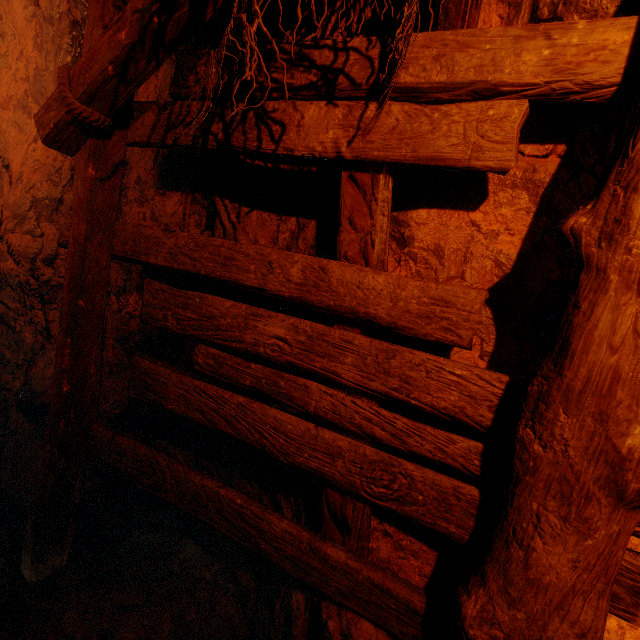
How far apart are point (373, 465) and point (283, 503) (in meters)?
1.03
